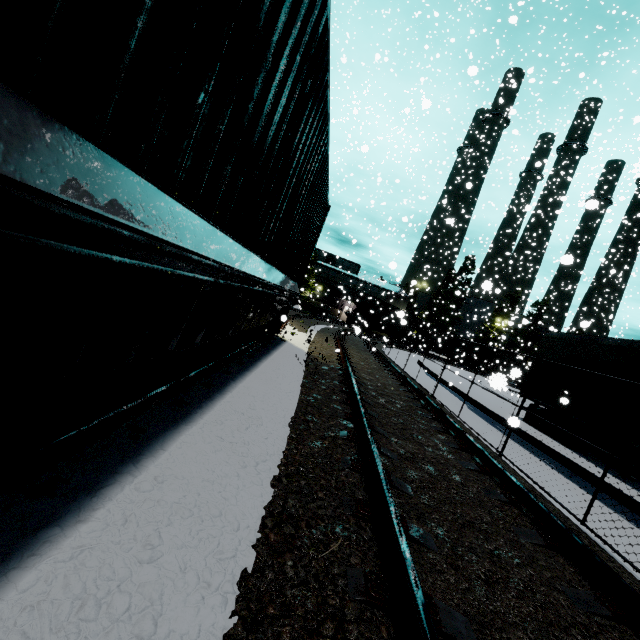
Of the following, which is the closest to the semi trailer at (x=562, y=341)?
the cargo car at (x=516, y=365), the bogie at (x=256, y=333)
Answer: the cargo car at (x=516, y=365)

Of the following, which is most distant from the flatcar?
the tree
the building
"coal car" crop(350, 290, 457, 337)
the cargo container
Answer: the tree

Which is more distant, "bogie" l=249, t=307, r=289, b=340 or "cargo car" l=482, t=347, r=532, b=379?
"cargo car" l=482, t=347, r=532, b=379

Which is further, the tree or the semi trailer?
the tree

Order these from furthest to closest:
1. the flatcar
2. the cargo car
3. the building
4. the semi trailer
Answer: the building → the cargo car → the semi trailer → the flatcar

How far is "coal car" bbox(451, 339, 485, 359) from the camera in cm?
4847

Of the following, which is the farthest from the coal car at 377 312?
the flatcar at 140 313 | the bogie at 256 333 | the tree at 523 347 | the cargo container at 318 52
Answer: the flatcar at 140 313

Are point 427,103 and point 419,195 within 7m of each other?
no
